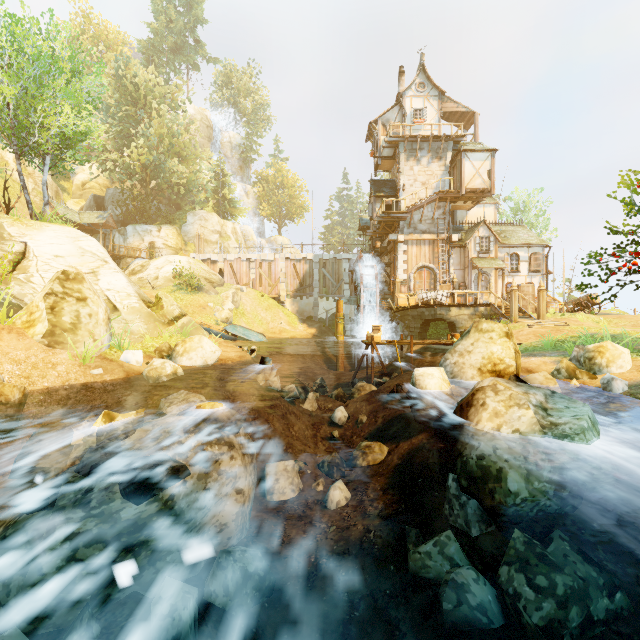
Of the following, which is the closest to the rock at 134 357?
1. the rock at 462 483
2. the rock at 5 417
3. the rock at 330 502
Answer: the rock at 5 417

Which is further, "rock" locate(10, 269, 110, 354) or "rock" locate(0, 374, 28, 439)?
"rock" locate(10, 269, 110, 354)

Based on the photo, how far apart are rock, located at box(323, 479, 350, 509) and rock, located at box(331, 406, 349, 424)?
3.5 meters

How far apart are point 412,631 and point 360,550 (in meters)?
1.30

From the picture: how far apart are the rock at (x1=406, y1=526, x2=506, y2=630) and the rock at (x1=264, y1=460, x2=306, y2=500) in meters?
3.0 m

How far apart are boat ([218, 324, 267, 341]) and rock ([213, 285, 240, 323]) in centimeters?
338cm

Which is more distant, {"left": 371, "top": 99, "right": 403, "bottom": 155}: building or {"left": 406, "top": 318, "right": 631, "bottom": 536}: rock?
{"left": 371, "top": 99, "right": 403, "bottom": 155}: building

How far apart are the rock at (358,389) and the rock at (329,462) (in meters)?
2.63
